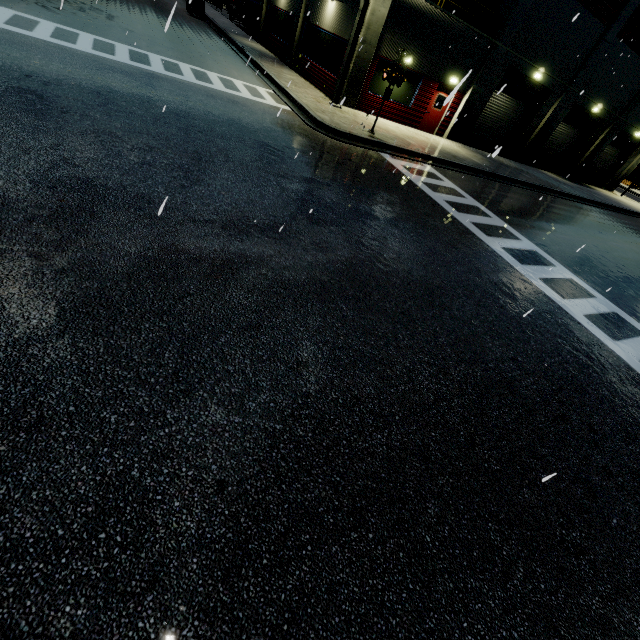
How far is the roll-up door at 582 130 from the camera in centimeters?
2412cm

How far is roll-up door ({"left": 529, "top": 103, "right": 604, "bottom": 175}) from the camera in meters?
24.1 m

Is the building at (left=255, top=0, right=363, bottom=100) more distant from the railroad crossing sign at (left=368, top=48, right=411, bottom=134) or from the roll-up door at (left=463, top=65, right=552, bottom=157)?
the railroad crossing sign at (left=368, top=48, right=411, bottom=134)

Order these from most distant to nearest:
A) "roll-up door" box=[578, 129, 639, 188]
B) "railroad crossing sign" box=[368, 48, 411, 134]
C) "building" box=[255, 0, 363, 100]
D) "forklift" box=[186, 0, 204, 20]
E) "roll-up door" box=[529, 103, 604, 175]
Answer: "roll-up door" box=[578, 129, 639, 188]
"forklift" box=[186, 0, 204, 20]
"roll-up door" box=[529, 103, 604, 175]
"building" box=[255, 0, 363, 100]
"railroad crossing sign" box=[368, 48, 411, 134]

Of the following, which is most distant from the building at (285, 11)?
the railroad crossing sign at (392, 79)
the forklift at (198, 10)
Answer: the forklift at (198, 10)

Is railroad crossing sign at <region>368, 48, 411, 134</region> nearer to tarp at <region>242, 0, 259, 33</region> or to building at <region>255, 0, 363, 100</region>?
building at <region>255, 0, 363, 100</region>

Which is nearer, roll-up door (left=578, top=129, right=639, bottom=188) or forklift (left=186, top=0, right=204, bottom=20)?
forklift (left=186, top=0, right=204, bottom=20)

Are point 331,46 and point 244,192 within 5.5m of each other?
no
